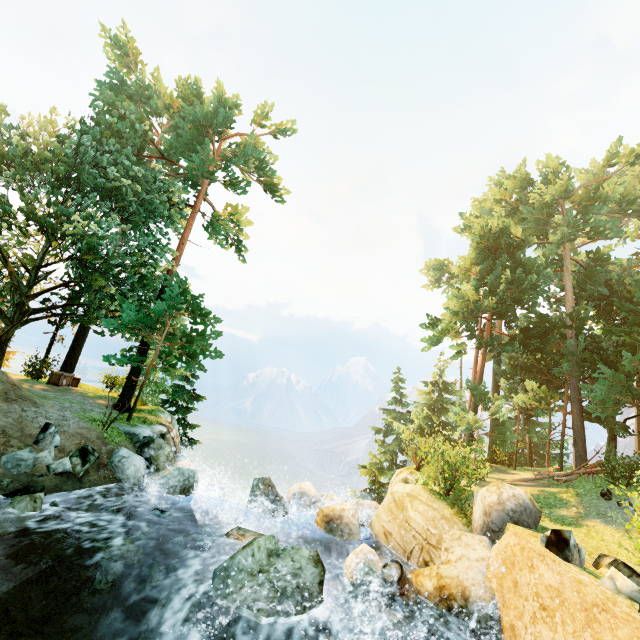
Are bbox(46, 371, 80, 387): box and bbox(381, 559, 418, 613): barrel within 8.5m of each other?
no

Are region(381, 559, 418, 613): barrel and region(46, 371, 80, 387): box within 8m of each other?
no

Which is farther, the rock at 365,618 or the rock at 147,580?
the rock at 147,580

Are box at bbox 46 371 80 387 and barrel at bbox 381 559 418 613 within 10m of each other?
no

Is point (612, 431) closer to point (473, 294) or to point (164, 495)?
point (473, 294)

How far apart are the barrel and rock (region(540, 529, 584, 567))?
3.4m

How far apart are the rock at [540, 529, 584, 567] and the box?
23.3m

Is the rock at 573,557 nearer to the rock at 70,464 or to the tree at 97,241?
the tree at 97,241
